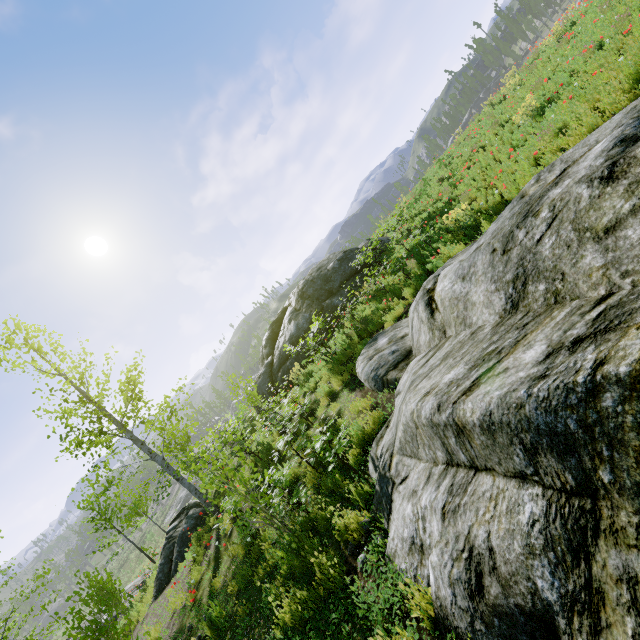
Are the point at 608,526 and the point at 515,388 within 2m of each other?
yes

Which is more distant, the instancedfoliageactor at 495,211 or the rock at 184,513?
the rock at 184,513

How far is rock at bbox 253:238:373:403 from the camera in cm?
1402

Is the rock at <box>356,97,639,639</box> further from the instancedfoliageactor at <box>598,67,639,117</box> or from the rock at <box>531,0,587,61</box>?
the rock at <box>531,0,587,61</box>

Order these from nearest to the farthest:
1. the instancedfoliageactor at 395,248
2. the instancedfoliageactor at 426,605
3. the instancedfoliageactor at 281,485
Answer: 1. the instancedfoliageactor at 426,605
2. the instancedfoliageactor at 281,485
3. the instancedfoliageactor at 395,248

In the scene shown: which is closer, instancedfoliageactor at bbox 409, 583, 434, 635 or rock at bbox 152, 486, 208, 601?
instancedfoliageactor at bbox 409, 583, 434, 635

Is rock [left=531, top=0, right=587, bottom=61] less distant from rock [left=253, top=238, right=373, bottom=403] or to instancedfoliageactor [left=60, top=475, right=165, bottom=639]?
instancedfoliageactor [left=60, top=475, right=165, bottom=639]

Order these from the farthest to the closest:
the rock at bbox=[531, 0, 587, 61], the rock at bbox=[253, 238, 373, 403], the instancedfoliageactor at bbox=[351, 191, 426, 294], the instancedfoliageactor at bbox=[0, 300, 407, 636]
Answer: the rock at bbox=[253, 238, 373, 403] < the rock at bbox=[531, 0, 587, 61] < the instancedfoliageactor at bbox=[351, 191, 426, 294] < the instancedfoliageactor at bbox=[0, 300, 407, 636]
